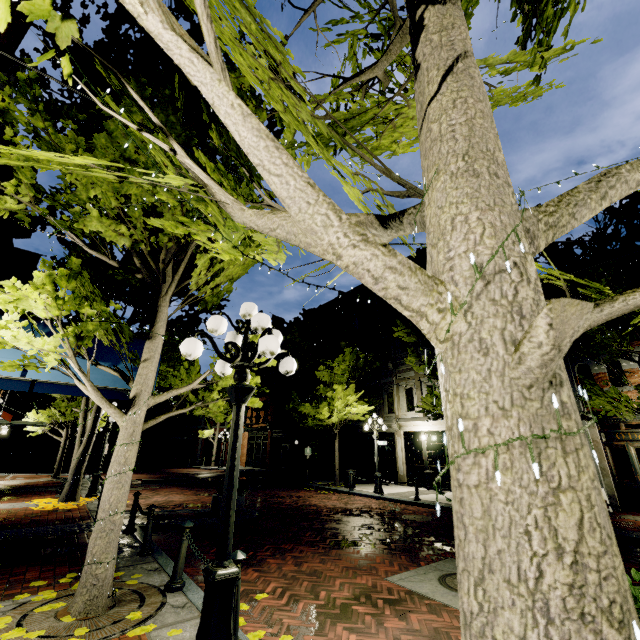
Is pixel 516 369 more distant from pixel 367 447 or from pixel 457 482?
pixel 367 447

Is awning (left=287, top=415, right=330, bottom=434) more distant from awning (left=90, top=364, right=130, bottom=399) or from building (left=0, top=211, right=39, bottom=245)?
awning (left=90, top=364, right=130, bottom=399)

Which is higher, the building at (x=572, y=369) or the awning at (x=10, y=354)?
the building at (x=572, y=369)

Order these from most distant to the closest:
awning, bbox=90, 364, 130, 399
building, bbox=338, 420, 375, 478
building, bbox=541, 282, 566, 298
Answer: building, bbox=338, 420, 375, 478 < building, bbox=541, 282, 566, 298 < awning, bbox=90, 364, 130, 399

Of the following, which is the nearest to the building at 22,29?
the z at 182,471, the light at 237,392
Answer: the z at 182,471

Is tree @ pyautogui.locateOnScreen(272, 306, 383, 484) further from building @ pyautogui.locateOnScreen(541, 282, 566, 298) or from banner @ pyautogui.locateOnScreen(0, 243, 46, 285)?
banner @ pyautogui.locateOnScreen(0, 243, 46, 285)

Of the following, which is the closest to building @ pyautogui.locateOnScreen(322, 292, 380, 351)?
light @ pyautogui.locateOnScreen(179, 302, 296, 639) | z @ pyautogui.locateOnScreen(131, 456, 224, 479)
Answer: z @ pyautogui.locateOnScreen(131, 456, 224, 479)

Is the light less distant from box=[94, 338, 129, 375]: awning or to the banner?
box=[94, 338, 129, 375]: awning
